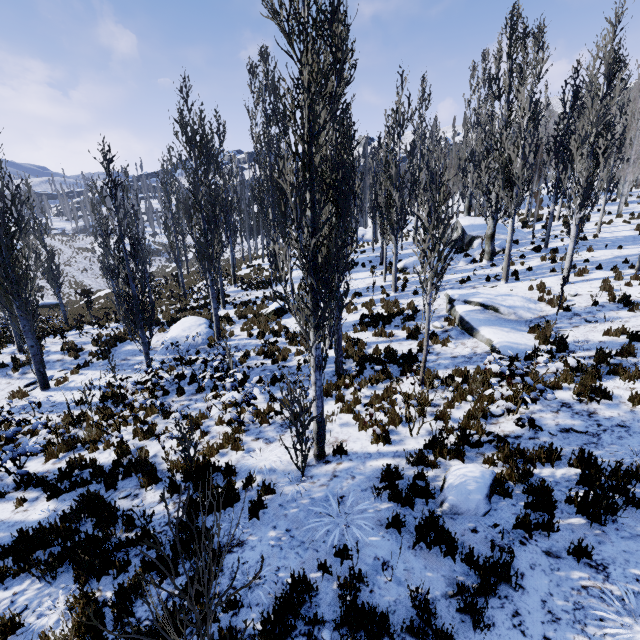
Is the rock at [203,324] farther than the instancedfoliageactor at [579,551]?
Yes

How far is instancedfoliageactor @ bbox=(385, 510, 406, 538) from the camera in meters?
4.8

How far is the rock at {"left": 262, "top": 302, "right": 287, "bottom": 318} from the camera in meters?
16.9

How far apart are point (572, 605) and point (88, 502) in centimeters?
814cm

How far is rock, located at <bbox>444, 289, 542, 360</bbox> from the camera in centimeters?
1017cm

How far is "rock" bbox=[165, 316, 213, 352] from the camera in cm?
1532

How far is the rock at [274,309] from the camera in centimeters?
1694cm

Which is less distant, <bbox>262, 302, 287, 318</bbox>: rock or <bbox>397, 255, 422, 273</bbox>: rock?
<bbox>262, 302, 287, 318</bbox>: rock
